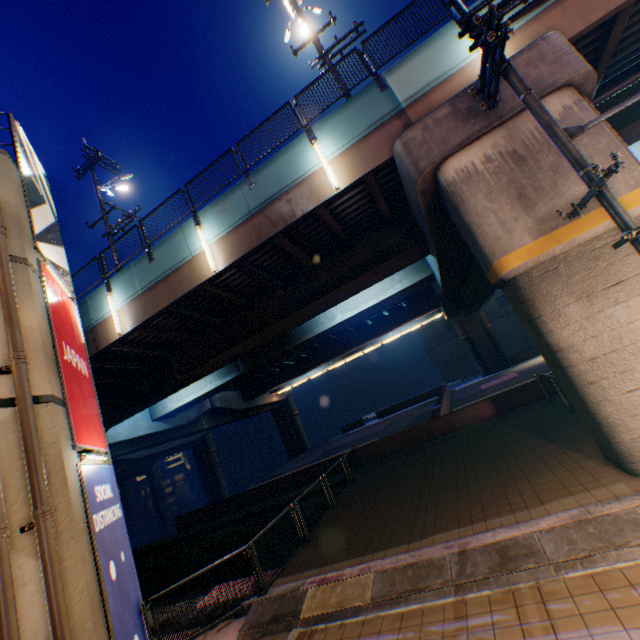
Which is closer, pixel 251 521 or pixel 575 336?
pixel 575 336

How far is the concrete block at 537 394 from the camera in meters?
14.7 m

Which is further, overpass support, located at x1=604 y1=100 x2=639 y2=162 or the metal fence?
overpass support, located at x1=604 y1=100 x2=639 y2=162

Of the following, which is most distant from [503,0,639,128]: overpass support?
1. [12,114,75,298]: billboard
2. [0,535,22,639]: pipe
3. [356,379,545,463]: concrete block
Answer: [0,535,22,639]: pipe

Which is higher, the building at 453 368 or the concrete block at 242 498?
the building at 453 368

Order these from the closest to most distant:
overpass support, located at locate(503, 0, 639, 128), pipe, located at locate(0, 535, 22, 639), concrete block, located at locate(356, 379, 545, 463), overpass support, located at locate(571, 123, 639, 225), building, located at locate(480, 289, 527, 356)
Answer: pipe, located at locate(0, 535, 22, 639) < overpass support, located at locate(571, 123, 639, 225) < overpass support, located at locate(503, 0, 639, 128) < concrete block, located at locate(356, 379, 545, 463) < building, located at locate(480, 289, 527, 356)

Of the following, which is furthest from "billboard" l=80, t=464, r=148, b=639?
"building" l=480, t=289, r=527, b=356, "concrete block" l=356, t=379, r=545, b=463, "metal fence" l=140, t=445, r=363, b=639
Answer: "building" l=480, t=289, r=527, b=356

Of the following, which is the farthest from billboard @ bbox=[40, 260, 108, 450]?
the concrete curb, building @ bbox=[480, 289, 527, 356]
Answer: building @ bbox=[480, 289, 527, 356]
